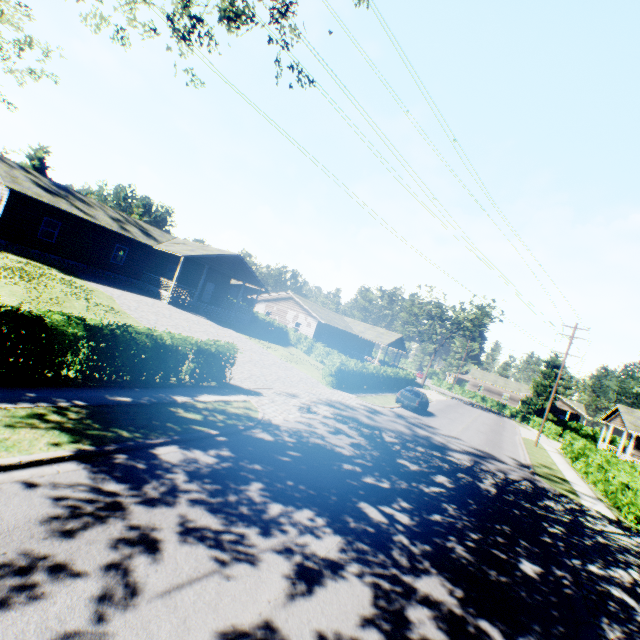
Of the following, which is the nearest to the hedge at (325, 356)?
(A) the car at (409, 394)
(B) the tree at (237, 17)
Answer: (A) the car at (409, 394)

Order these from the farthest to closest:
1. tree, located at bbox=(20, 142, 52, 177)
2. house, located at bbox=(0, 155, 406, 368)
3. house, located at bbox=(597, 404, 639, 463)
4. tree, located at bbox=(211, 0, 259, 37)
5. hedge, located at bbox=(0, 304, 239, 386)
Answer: tree, located at bbox=(20, 142, 52, 177), house, located at bbox=(597, 404, 639, 463), house, located at bbox=(0, 155, 406, 368), tree, located at bbox=(211, 0, 259, 37), hedge, located at bbox=(0, 304, 239, 386)

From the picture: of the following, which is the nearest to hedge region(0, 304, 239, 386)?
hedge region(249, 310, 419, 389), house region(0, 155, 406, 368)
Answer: house region(0, 155, 406, 368)

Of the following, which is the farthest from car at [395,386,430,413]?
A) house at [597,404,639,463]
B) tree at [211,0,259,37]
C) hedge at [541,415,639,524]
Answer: tree at [211,0,259,37]

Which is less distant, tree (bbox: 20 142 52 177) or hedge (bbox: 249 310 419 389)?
hedge (bbox: 249 310 419 389)

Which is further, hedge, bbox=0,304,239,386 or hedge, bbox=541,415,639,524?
hedge, bbox=541,415,639,524

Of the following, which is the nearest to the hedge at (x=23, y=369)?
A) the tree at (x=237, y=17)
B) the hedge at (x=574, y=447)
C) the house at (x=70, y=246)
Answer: the tree at (x=237, y=17)

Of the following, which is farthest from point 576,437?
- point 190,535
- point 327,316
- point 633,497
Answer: point 190,535
